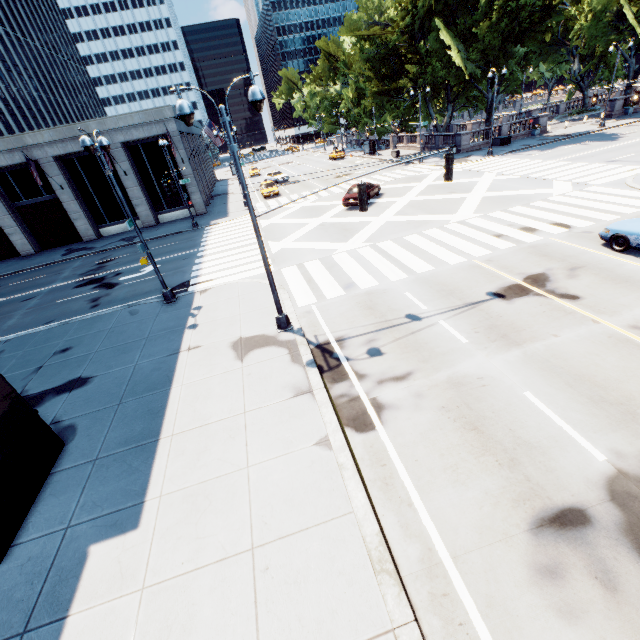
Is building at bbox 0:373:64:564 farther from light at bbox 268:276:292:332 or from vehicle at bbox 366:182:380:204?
vehicle at bbox 366:182:380:204

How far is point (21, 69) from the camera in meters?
51.0 m

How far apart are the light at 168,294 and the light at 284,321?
5.75m

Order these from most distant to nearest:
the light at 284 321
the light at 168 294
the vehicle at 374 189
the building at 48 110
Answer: A: the building at 48 110 → the vehicle at 374 189 → the light at 168 294 → the light at 284 321

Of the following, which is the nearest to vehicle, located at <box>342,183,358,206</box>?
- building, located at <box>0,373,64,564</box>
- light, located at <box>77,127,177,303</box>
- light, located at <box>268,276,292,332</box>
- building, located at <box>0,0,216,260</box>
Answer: light, located at <box>77,127,177,303</box>

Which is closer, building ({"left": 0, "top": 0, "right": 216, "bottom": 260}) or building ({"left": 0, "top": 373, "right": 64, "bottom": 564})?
building ({"left": 0, "top": 373, "right": 64, "bottom": 564})

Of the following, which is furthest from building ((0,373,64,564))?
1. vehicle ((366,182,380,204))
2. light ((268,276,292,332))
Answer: vehicle ((366,182,380,204))

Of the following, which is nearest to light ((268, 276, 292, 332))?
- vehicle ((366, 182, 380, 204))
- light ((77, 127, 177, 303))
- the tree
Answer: light ((77, 127, 177, 303))
